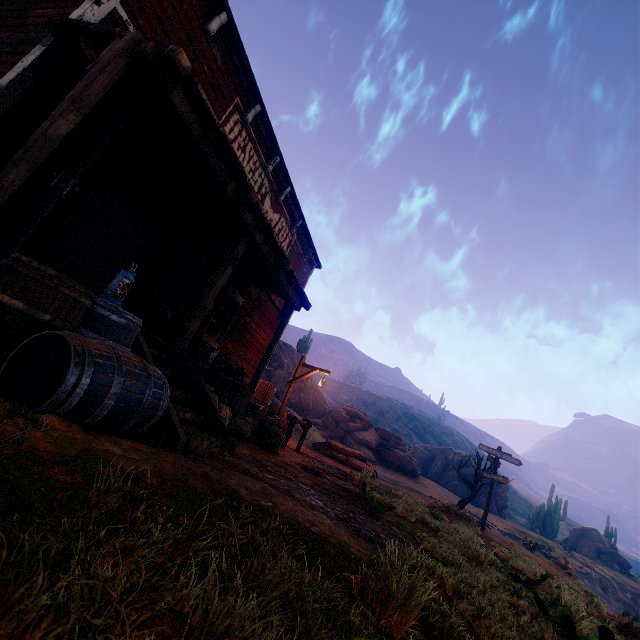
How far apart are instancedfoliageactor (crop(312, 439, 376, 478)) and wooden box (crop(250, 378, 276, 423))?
3.25m

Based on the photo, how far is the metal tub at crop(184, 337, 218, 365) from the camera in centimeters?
706cm

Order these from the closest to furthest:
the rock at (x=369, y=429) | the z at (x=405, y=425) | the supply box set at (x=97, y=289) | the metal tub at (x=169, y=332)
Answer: the metal tub at (x=169, y=332), the supply box set at (x=97, y=289), the rock at (x=369, y=429), the z at (x=405, y=425)

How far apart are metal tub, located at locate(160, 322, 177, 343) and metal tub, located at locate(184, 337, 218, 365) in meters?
0.1

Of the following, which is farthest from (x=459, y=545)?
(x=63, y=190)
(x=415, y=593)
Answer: (x=63, y=190)

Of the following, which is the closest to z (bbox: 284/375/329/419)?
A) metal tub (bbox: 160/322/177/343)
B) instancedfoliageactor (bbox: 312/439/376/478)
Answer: instancedfoliageactor (bbox: 312/439/376/478)

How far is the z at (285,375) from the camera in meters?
28.2 m

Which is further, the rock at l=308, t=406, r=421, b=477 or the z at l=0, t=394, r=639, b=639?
the rock at l=308, t=406, r=421, b=477
